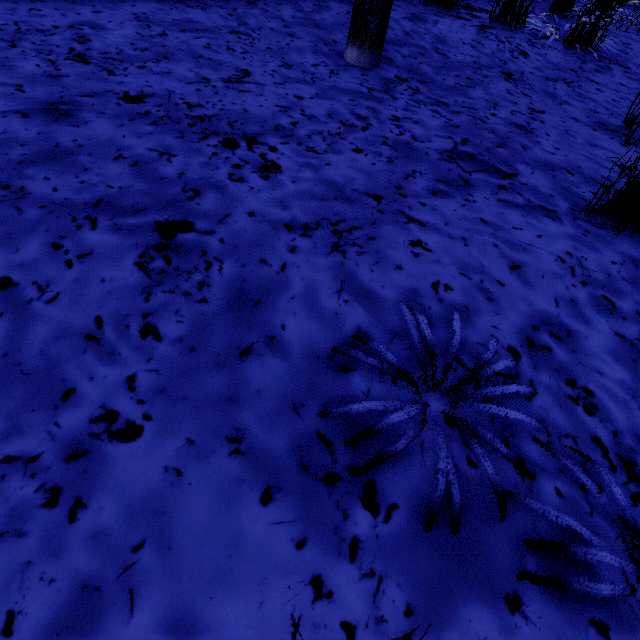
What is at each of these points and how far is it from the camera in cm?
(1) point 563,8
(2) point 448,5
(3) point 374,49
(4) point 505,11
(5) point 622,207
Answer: (1) instancedfoliageactor, 391
(2) instancedfoliageactor, 306
(3) instancedfoliageactor, 213
(4) instancedfoliageactor, 298
(5) instancedfoliageactor, 143

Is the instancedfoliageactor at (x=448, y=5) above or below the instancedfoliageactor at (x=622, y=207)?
above

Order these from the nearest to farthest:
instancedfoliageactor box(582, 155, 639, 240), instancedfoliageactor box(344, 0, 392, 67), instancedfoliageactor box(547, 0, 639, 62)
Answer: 1. instancedfoliageactor box(582, 155, 639, 240)
2. instancedfoliageactor box(344, 0, 392, 67)
3. instancedfoliageactor box(547, 0, 639, 62)

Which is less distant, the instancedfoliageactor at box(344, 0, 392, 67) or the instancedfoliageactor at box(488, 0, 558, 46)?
the instancedfoliageactor at box(344, 0, 392, 67)

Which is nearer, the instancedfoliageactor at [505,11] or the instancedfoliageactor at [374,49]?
the instancedfoliageactor at [374,49]

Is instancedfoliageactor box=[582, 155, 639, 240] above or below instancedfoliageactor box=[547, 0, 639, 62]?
below
